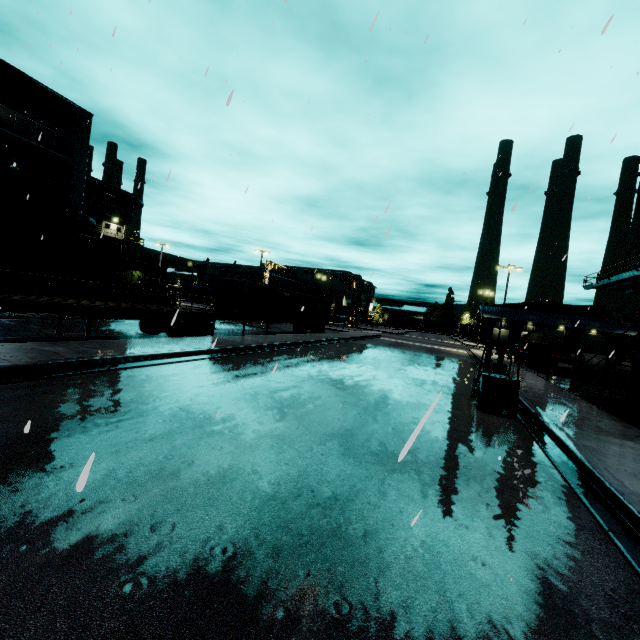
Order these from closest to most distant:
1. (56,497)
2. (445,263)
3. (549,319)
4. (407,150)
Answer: (56,497), (445,263), (407,150), (549,319)

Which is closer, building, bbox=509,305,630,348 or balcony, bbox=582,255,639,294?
balcony, bbox=582,255,639,294

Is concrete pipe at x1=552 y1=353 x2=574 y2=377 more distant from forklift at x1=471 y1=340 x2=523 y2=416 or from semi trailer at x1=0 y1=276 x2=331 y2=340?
forklift at x1=471 y1=340 x2=523 y2=416

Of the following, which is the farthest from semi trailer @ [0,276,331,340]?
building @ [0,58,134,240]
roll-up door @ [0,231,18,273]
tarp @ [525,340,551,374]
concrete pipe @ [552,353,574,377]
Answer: concrete pipe @ [552,353,574,377]

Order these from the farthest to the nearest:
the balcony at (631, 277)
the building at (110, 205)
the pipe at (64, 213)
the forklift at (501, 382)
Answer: the balcony at (631, 277)
the building at (110, 205)
the pipe at (64, 213)
the forklift at (501, 382)

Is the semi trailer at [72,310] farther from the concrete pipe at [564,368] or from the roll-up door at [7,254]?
the concrete pipe at [564,368]

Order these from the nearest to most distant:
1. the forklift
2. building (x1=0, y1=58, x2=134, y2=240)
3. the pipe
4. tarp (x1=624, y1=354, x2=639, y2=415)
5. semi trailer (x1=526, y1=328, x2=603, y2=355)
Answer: the forklift → tarp (x1=624, y1=354, x2=639, y2=415) → the pipe → building (x1=0, y1=58, x2=134, y2=240) → semi trailer (x1=526, y1=328, x2=603, y2=355)

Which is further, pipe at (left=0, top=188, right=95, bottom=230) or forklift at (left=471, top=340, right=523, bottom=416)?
pipe at (left=0, top=188, right=95, bottom=230)
